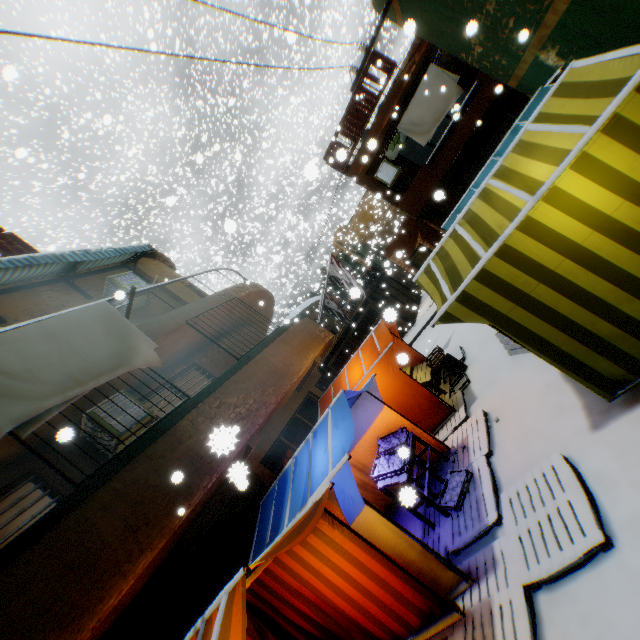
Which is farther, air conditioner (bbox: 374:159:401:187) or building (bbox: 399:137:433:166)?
building (bbox: 399:137:433:166)

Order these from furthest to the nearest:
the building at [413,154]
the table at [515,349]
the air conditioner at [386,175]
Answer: the building at [413,154]
the air conditioner at [386,175]
the table at [515,349]

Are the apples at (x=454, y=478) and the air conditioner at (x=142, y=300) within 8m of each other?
no

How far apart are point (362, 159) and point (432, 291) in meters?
4.9

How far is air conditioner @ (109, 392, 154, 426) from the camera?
6.24m

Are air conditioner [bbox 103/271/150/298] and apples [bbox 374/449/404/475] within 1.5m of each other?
no

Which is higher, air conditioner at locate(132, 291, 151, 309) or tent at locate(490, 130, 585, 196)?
air conditioner at locate(132, 291, 151, 309)

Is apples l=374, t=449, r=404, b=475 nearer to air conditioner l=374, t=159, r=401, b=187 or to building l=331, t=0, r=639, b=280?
building l=331, t=0, r=639, b=280
